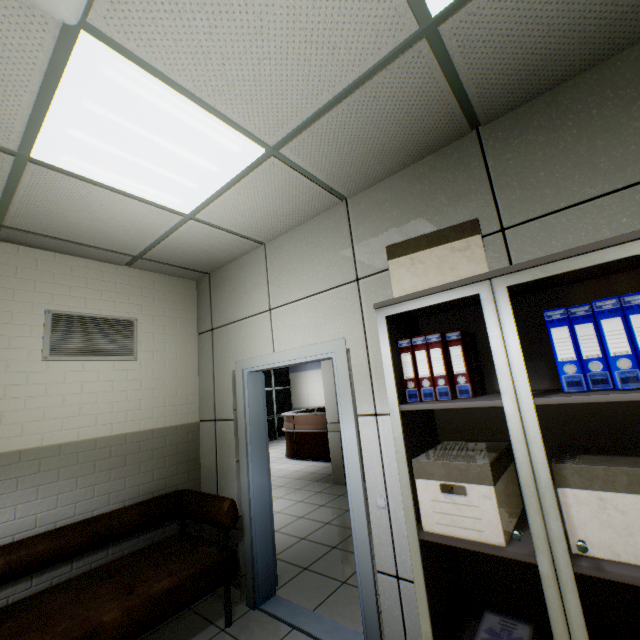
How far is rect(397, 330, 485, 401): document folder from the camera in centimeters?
155cm

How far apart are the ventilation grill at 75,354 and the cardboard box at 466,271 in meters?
2.8 m

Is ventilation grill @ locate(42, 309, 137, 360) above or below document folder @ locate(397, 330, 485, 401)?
above

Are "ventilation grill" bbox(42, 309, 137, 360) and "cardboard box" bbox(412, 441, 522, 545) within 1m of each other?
no

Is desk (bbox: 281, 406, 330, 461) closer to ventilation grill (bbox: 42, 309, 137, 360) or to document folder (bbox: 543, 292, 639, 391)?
ventilation grill (bbox: 42, 309, 137, 360)

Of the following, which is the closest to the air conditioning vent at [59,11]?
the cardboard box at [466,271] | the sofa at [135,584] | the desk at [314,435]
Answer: the cardboard box at [466,271]

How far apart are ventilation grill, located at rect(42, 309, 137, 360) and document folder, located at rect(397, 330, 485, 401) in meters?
2.8

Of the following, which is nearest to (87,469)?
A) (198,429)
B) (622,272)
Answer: (198,429)
